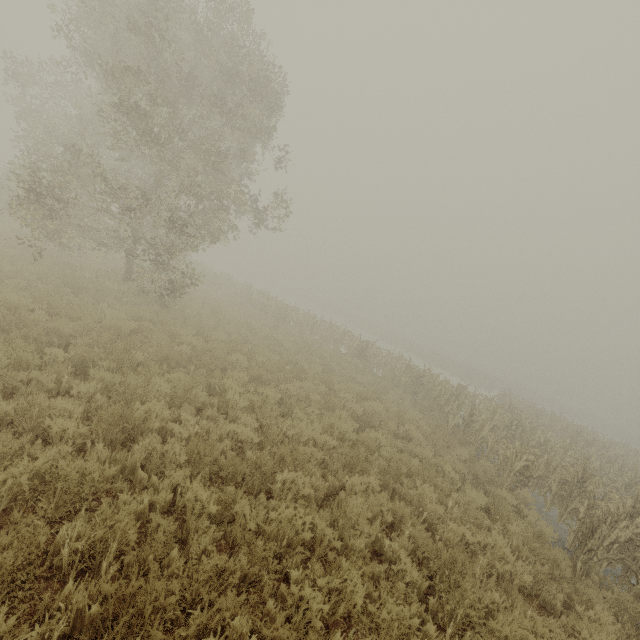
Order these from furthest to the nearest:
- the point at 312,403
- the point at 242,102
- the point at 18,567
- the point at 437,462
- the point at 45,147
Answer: the point at 45,147 < the point at 242,102 < the point at 312,403 < the point at 437,462 < the point at 18,567
